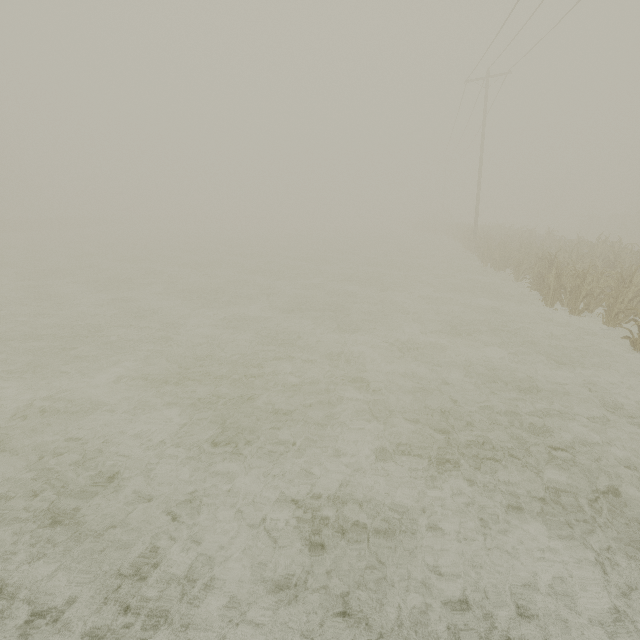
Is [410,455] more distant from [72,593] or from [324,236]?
[324,236]
